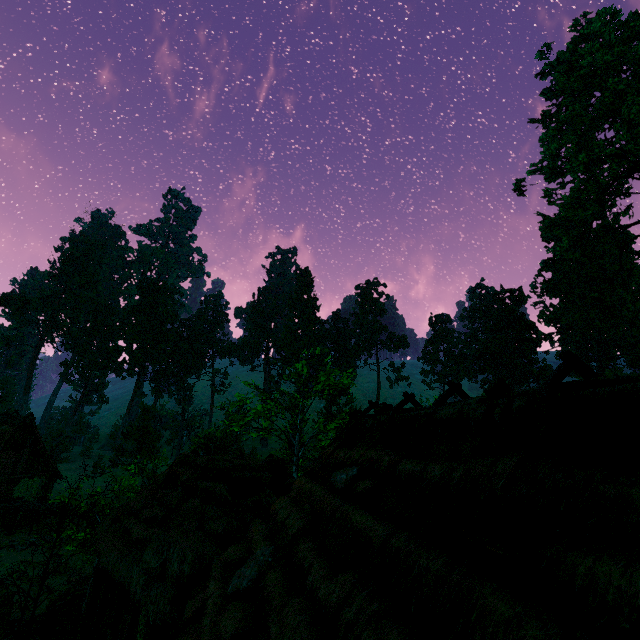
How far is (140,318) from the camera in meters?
50.4 m

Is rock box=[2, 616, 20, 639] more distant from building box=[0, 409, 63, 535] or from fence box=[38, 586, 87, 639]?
building box=[0, 409, 63, 535]

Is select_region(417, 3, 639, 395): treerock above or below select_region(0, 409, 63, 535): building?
above

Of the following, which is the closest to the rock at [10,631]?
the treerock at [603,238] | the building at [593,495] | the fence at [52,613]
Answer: the fence at [52,613]

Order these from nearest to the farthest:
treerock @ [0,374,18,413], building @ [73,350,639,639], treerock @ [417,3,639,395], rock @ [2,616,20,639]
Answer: building @ [73,350,639,639]
rock @ [2,616,20,639]
treerock @ [417,3,639,395]
treerock @ [0,374,18,413]

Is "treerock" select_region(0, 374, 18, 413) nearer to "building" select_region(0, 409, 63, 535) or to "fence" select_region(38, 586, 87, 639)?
"building" select_region(0, 409, 63, 535)

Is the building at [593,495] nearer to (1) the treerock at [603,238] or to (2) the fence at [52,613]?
(1) the treerock at [603,238]
